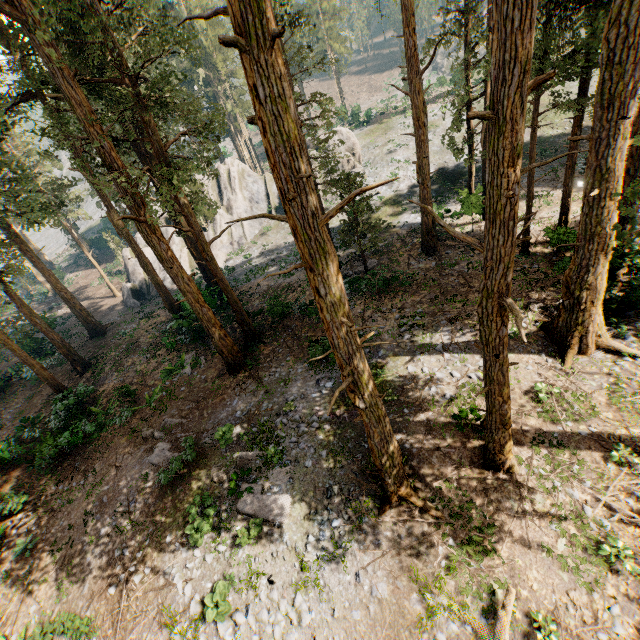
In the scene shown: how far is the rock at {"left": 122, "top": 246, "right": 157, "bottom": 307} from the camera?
A: 35.21m

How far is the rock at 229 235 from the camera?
35.94m

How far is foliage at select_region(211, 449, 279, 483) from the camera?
12.4m

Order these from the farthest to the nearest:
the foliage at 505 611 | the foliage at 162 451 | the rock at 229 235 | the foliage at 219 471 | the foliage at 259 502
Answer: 1. the rock at 229 235
2. the foliage at 162 451
3. the foliage at 219 471
4. the foliage at 259 502
5. the foliage at 505 611

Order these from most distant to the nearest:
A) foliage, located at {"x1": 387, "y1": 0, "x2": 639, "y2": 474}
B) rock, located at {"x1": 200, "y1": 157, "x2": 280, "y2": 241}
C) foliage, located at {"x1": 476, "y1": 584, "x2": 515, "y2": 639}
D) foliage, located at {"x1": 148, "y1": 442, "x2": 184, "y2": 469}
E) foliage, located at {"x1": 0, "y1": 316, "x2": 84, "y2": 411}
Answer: rock, located at {"x1": 200, "y1": 157, "x2": 280, "y2": 241} → foliage, located at {"x1": 0, "y1": 316, "x2": 84, "y2": 411} → foliage, located at {"x1": 148, "y1": 442, "x2": 184, "y2": 469} → foliage, located at {"x1": 476, "y1": 584, "x2": 515, "y2": 639} → foliage, located at {"x1": 387, "y1": 0, "x2": 639, "y2": 474}

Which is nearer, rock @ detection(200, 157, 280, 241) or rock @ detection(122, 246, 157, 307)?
rock @ detection(122, 246, 157, 307)

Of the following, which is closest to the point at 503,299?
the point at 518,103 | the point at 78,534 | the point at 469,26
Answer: the point at 518,103
